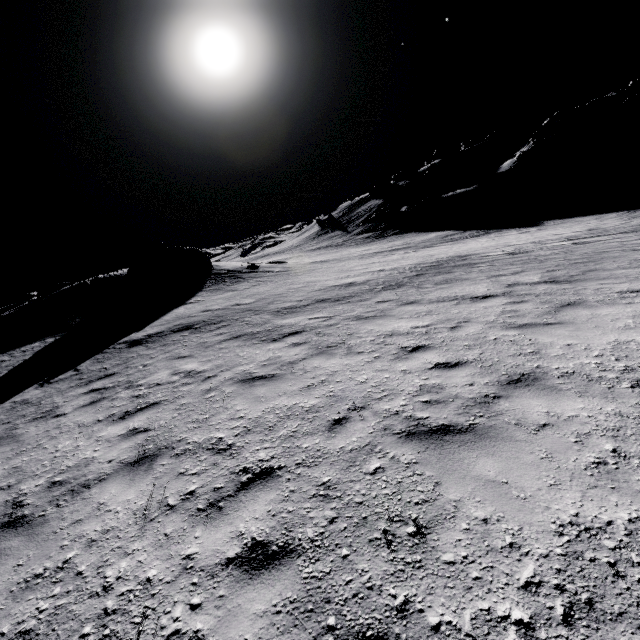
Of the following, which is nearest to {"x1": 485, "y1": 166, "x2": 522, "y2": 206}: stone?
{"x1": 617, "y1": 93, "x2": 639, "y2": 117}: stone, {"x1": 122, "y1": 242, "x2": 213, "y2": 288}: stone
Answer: {"x1": 617, "y1": 93, "x2": 639, "y2": 117}: stone

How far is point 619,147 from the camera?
46.4m

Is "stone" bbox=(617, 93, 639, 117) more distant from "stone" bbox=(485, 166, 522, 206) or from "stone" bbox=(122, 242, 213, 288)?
"stone" bbox=(122, 242, 213, 288)

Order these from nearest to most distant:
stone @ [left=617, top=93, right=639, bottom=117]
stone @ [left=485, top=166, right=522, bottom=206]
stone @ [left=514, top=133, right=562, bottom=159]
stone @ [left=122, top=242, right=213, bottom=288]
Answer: stone @ [left=122, top=242, right=213, bottom=288] → stone @ [left=485, top=166, right=522, bottom=206] → stone @ [left=514, top=133, right=562, bottom=159] → stone @ [left=617, top=93, right=639, bottom=117]

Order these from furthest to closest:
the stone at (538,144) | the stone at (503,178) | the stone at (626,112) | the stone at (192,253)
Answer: the stone at (626,112) → the stone at (538,144) → the stone at (503,178) → the stone at (192,253)

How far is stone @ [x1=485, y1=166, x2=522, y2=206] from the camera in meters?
42.8

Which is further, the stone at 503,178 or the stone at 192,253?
the stone at 503,178

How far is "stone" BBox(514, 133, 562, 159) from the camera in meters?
45.6
